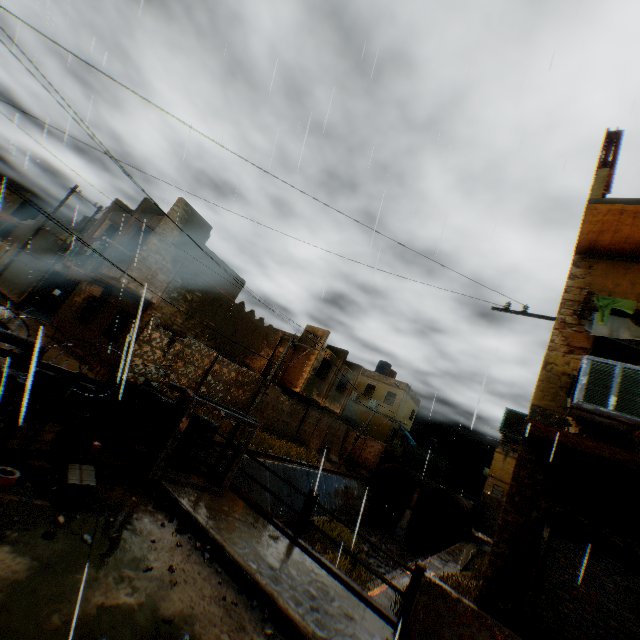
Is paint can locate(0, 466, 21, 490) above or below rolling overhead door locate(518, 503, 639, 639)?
below

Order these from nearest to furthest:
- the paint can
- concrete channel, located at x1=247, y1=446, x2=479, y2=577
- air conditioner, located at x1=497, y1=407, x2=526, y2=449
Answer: the paint can
air conditioner, located at x1=497, y1=407, x2=526, y2=449
concrete channel, located at x1=247, y1=446, x2=479, y2=577

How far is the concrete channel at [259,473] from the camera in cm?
1494

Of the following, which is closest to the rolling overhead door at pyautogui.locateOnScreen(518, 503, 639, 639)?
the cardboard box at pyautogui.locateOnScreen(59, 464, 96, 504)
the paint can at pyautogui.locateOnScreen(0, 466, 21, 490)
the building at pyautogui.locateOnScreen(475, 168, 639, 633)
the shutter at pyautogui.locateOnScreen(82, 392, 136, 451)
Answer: the building at pyautogui.locateOnScreen(475, 168, 639, 633)

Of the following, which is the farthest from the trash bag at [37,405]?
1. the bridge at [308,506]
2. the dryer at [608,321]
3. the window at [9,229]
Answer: the window at [9,229]

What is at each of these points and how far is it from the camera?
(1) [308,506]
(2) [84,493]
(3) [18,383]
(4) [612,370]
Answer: (1) bridge, 6.71m
(2) cardboard box, 4.41m
(3) concrete block, 4.88m
(4) air conditioner, 4.68m

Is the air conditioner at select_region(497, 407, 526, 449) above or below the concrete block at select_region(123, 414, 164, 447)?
above

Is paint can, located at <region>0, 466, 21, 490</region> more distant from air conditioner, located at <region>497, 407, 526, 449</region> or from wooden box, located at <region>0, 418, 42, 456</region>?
air conditioner, located at <region>497, 407, 526, 449</region>
